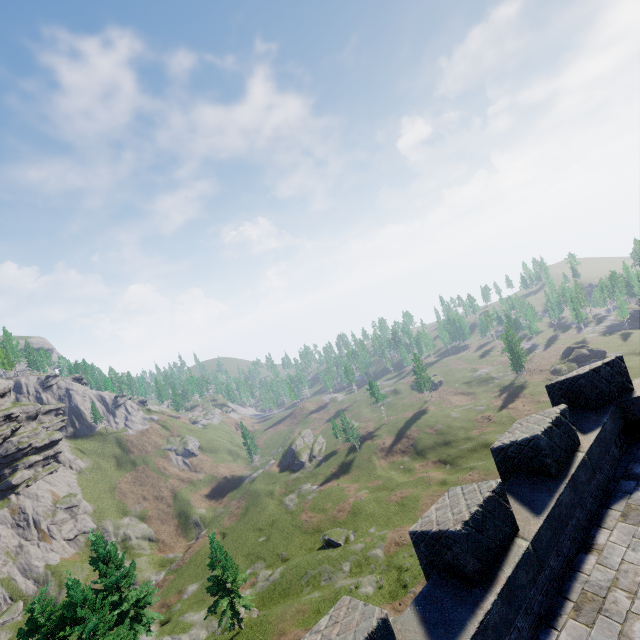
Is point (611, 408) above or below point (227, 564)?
above
